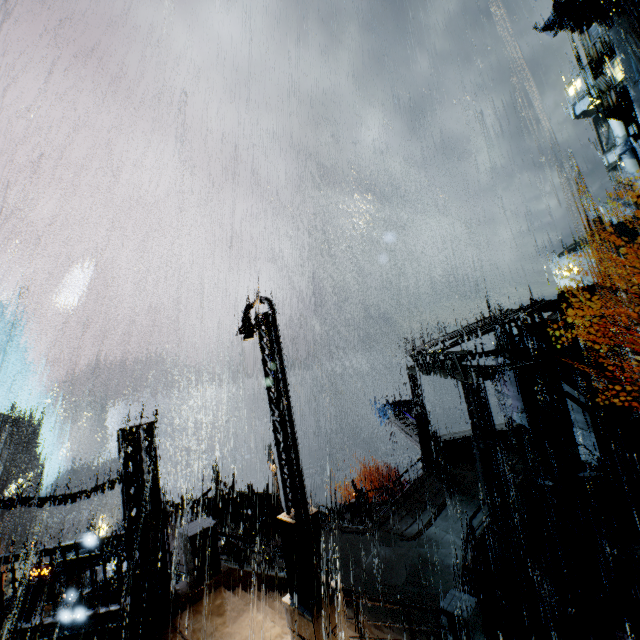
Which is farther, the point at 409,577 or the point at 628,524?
the point at 628,524

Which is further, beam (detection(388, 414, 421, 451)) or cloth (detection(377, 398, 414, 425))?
cloth (detection(377, 398, 414, 425))

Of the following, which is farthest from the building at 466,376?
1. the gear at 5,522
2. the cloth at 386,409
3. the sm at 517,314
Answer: the cloth at 386,409

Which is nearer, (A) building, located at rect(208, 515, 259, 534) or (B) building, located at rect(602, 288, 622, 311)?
(B) building, located at rect(602, 288, 622, 311)

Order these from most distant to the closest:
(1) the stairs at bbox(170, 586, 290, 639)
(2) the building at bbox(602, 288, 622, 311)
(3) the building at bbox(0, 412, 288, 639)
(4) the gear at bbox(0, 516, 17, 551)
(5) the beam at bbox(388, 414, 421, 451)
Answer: (4) the gear at bbox(0, 516, 17, 551) < (5) the beam at bbox(388, 414, 421, 451) < (2) the building at bbox(602, 288, 622, 311) < (3) the building at bbox(0, 412, 288, 639) < (1) the stairs at bbox(170, 586, 290, 639)

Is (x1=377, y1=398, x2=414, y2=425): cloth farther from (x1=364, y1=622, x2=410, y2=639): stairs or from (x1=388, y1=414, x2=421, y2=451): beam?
(x1=364, y1=622, x2=410, y2=639): stairs

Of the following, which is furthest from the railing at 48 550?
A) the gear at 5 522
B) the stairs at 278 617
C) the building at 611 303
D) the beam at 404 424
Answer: the gear at 5 522

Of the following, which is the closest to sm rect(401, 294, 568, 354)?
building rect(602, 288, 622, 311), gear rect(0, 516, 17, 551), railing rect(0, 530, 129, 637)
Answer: building rect(602, 288, 622, 311)
